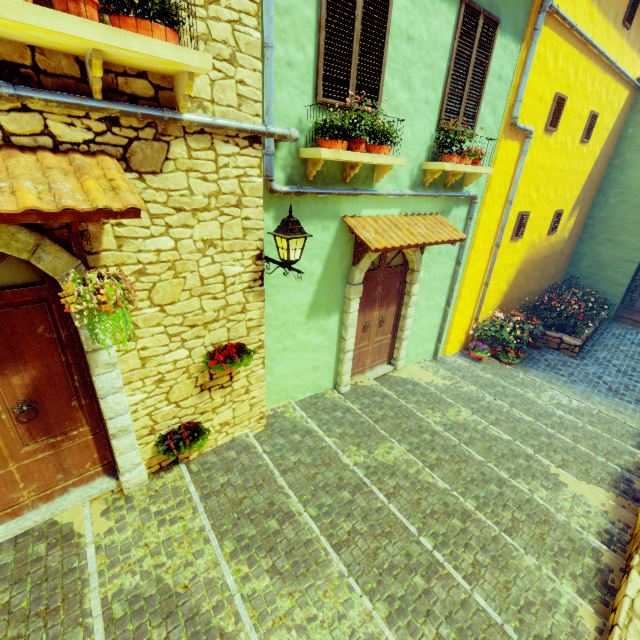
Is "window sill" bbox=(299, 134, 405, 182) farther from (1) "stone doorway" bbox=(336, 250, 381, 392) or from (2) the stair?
(2) the stair

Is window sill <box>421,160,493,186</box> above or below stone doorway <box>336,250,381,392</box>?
above

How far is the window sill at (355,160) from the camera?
3.9m

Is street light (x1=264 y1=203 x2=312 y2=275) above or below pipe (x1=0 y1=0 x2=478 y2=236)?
below

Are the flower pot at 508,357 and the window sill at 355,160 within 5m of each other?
no

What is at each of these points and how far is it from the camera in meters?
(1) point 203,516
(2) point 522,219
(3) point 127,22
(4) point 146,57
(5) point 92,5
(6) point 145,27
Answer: (1) stair, 3.5 m
(2) window, 8.3 m
(3) flower pot, 2.1 m
(4) window sill, 2.2 m
(5) flower pot, 2.0 m
(6) flower pot, 2.2 m

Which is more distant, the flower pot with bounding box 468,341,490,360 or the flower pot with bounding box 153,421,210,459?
the flower pot with bounding box 468,341,490,360

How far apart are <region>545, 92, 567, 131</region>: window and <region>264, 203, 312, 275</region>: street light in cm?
719
